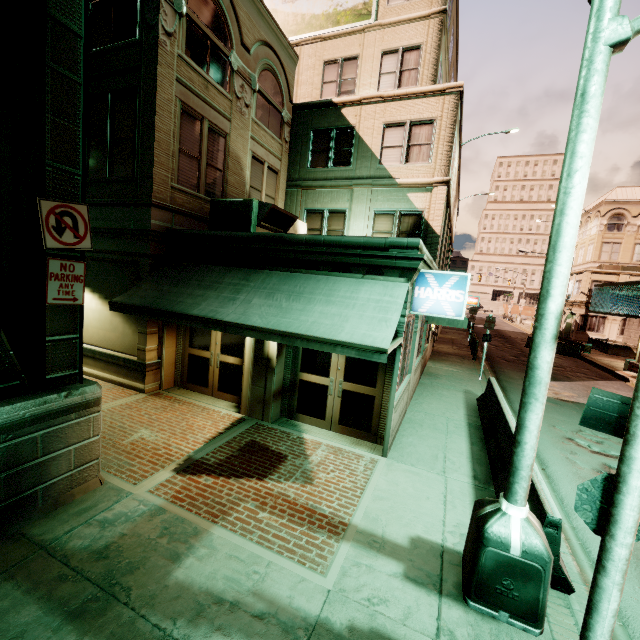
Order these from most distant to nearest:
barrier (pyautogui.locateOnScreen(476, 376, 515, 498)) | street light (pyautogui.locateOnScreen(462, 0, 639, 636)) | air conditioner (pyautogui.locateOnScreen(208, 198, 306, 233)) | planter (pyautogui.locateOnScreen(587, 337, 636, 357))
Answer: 1. planter (pyautogui.locateOnScreen(587, 337, 636, 357))
2. air conditioner (pyautogui.locateOnScreen(208, 198, 306, 233))
3. barrier (pyautogui.locateOnScreen(476, 376, 515, 498))
4. street light (pyautogui.locateOnScreen(462, 0, 639, 636))

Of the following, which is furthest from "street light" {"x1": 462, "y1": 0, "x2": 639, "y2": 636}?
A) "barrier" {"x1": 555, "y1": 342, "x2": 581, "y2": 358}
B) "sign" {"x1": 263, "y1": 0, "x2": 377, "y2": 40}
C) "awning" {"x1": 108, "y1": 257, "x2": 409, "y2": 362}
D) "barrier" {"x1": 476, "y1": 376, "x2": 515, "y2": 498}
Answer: "barrier" {"x1": 555, "y1": 342, "x2": 581, "y2": 358}

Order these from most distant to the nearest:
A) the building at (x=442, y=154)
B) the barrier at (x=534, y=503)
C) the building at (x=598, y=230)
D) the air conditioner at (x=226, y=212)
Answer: the building at (x=598, y=230) < the air conditioner at (x=226, y=212) < the building at (x=442, y=154) < the barrier at (x=534, y=503)

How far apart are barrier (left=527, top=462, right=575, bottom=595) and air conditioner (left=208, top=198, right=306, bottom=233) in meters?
7.8

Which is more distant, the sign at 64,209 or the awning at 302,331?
the awning at 302,331

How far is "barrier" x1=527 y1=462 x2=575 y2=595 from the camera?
4.2m

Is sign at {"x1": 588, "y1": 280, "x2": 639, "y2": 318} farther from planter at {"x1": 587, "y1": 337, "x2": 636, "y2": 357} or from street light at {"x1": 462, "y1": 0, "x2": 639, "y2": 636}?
planter at {"x1": 587, "y1": 337, "x2": 636, "y2": 357}

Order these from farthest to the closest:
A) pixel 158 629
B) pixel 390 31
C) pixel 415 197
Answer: pixel 390 31 < pixel 415 197 < pixel 158 629
